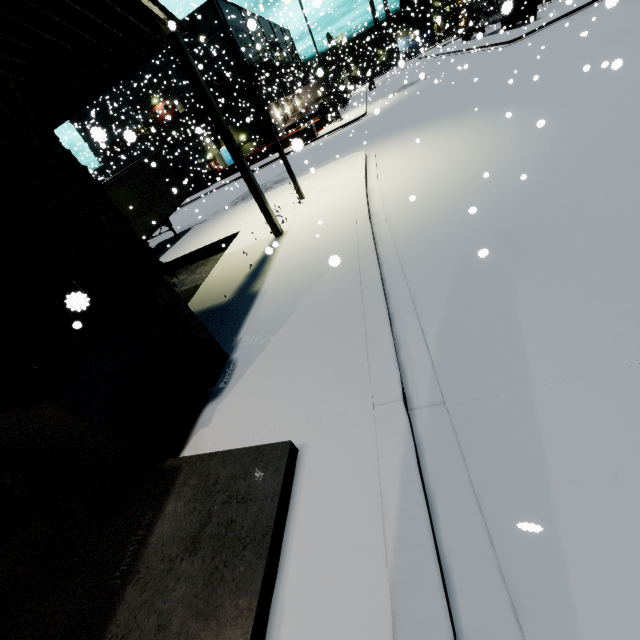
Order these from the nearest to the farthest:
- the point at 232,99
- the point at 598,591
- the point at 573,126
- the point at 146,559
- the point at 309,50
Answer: the point at 598,591
the point at 146,559
the point at 573,126
the point at 309,50
the point at 232,99

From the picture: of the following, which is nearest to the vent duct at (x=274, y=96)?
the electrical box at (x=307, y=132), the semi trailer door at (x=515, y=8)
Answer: the semi trailer door at (x=515, y=8)

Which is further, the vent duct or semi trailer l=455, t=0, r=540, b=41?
the vent duct

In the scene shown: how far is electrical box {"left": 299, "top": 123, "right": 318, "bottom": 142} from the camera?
29.2m

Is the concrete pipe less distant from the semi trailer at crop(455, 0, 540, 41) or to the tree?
the semi trailer at crop(455, 0, 540, 41)

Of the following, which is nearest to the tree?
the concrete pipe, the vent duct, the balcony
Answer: the vent duct

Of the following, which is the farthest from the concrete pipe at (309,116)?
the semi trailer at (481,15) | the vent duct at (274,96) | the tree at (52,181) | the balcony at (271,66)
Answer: the tree at (52,181)

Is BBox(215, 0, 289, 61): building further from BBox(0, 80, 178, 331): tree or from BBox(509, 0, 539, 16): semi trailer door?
BBox(509, 0, 539, 16): semi trailer door
